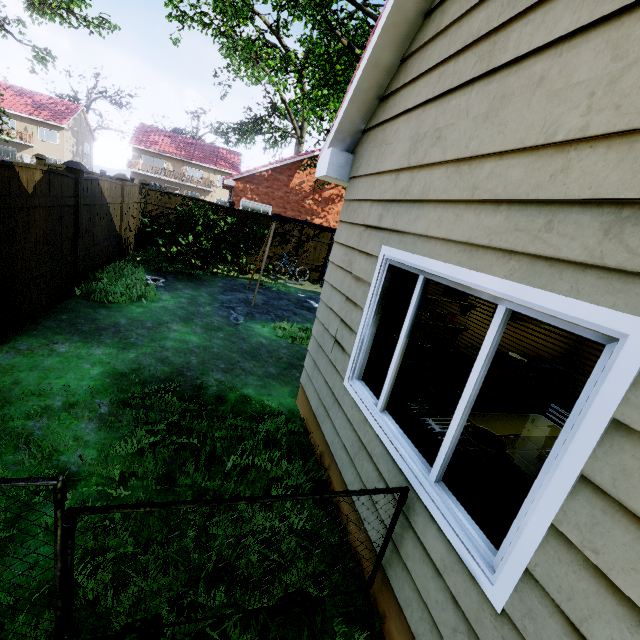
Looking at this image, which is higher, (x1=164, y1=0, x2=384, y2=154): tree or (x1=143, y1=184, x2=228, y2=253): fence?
(x1=164, y1=0, x2=384, y2=154): tree

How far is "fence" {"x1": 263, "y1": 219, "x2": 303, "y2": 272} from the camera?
13.2 meters

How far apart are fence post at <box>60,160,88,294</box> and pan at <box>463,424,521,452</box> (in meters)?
7.22

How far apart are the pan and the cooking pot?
0.2m

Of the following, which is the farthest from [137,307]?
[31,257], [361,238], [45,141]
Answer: [45,141]

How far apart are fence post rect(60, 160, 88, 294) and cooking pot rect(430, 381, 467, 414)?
6.84m

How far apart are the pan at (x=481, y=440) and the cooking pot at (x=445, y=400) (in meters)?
0.21

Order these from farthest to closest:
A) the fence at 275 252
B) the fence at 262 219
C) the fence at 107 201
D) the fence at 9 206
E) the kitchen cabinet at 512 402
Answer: the fence at 275 252, the fence at 262 219, the fence at 107 201, the kitchen cabinet at 512 402, the fence at 9 206
